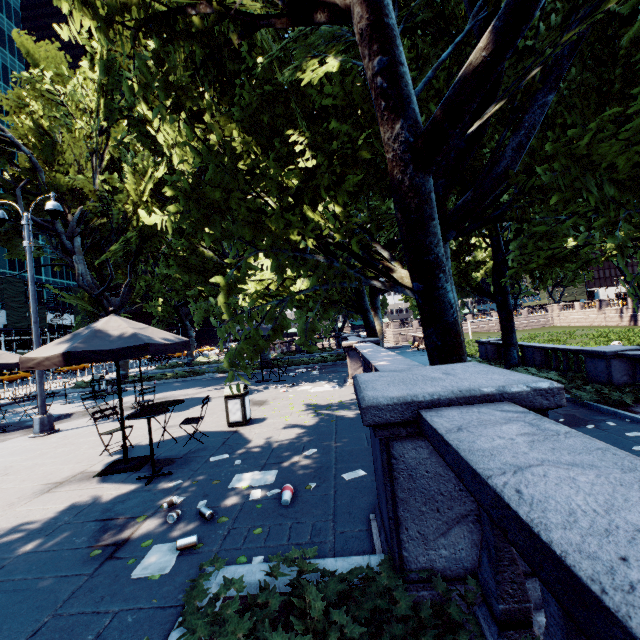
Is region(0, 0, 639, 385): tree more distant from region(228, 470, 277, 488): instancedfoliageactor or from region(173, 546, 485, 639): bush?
region(228, 470, 277, 488): instancedfoliageactor

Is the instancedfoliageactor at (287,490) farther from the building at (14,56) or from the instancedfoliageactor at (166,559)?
the building at (14,56)

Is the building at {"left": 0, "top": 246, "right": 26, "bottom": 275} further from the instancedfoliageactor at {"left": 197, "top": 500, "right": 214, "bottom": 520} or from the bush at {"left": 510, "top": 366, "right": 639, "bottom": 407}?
the bush at {"left": 510, "top": 366, "right": 639, "bottom": 407}

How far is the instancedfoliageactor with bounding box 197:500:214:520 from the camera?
4.1 meters

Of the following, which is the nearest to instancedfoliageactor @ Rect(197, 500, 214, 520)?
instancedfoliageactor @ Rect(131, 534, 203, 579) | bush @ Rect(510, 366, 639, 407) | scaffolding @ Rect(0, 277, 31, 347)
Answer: instancedfoliageactor @ Rect(131, 534, 203, 579)

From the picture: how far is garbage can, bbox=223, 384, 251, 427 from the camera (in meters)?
8.27

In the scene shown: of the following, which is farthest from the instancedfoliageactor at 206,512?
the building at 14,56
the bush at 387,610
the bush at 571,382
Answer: the building at 14,56

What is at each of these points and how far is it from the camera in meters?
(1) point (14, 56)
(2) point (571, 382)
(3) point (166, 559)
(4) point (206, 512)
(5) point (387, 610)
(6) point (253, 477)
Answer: (1) building, 58.7 m
(2) bush, 13.7 m
(3) instancedfoliageactor, 3.4 m
(4) instancedfoliageactor, 4.1 m
(5) bush, 2.2 m
(6) instancedfoliageactor, 5.1 m
